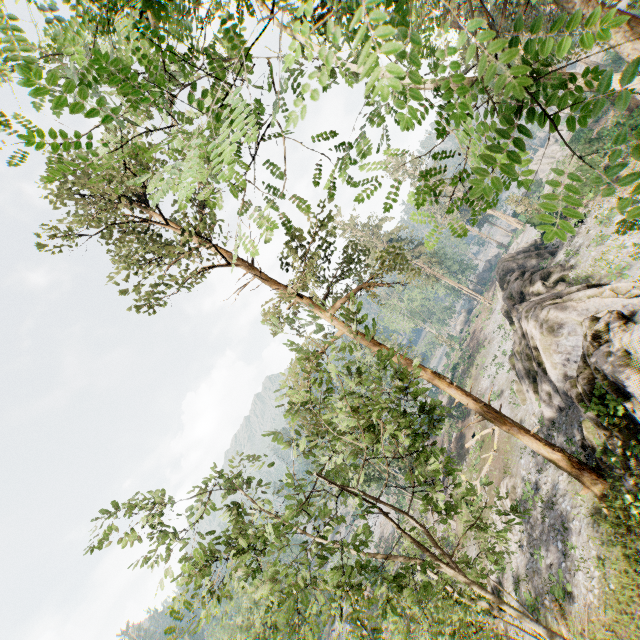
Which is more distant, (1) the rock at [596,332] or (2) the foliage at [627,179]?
(1) the rock at [596,332]

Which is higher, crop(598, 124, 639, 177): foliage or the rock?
crop(598, 124, 639, 177): foliage

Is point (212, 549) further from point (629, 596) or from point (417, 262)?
point (417, 262)

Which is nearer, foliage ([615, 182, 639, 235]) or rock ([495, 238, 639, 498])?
foliage ([615, 182, 639, 235])

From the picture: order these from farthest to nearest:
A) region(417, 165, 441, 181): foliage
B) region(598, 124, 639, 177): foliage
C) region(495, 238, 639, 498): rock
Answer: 1. region(495, 238, 639, 498): rock
2. region(417, 165, 441, 181): foliage
3. region(598, 124, 639, 177): foliage

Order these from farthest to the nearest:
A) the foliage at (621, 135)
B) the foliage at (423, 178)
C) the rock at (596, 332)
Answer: the rock at (596, 332) → the foliage at (423, 178) → the foliage at (621, 135)

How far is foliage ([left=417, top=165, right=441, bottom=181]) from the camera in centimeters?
232cm
